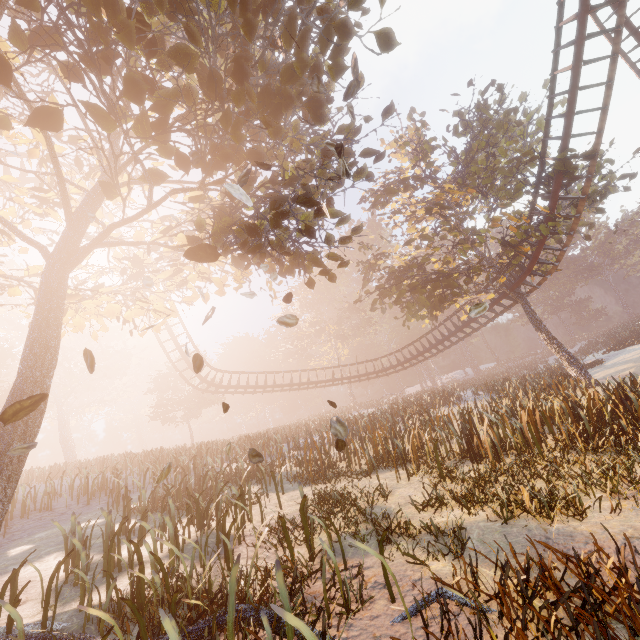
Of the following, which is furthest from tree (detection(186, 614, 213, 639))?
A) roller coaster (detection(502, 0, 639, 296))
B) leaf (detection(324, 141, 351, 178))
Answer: leaf (detection(324, 141, 351, 178))

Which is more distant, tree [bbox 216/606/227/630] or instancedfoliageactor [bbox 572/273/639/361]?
instancedfoliageactor [bbox 572/273/639/361]

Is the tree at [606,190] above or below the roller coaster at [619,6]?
below

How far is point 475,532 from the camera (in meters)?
4.78

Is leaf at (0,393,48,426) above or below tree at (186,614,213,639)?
above

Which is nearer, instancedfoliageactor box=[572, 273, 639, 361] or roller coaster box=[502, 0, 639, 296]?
roller coaster box=[502, 0, 639, 296]

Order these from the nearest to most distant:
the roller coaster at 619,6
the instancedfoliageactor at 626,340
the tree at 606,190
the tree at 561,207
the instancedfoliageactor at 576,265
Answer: the roller coaster at 619,6 → the tree at 606,190 → the tree at 561,207 → the instancedfoliageactor at 626,340 → the instancedfoliageactor at 576,265

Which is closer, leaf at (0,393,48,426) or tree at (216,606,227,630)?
leaf at (0,393,48,426)
